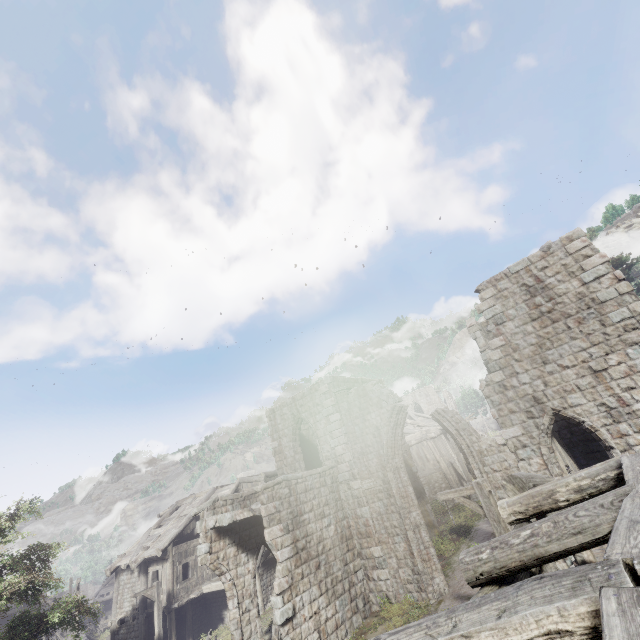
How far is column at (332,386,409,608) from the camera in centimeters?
1400cm

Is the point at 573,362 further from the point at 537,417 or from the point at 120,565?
the point at 120,565

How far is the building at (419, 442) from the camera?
18.70m

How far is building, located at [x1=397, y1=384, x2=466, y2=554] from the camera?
18.70m

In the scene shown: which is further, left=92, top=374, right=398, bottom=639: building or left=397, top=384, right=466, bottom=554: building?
left=397, top=384, right=466, bottom=554: building

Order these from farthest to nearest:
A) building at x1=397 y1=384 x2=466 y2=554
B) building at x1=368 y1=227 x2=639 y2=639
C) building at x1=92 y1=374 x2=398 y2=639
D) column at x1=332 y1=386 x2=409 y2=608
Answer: building at x1=397 y1=384 x2=466 y2=554, column at x1=332 y1=386 x2=409 y2=608, building at x1=92 y1=374 x2=398 y2=639, building at x1=368 y1=227 x2=639 y2=639

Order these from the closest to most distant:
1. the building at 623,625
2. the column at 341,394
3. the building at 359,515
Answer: the building at 623,625 → the building at 359,515 → the column at 341,394
